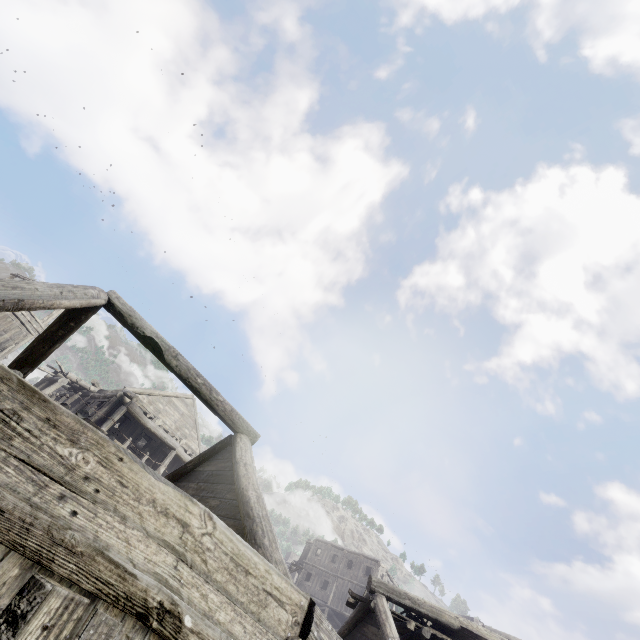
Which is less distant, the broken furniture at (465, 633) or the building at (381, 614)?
the building at (381, 614)

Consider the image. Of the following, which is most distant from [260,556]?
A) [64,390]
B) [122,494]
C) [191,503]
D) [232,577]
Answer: [64,390]

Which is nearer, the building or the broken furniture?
the building
